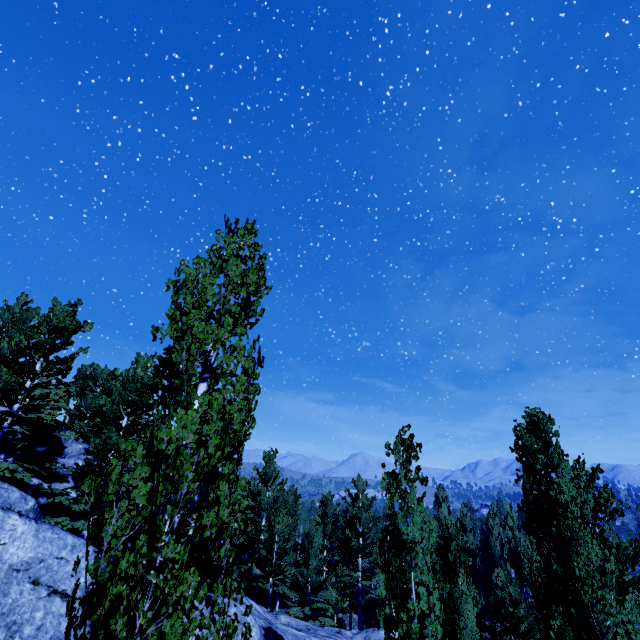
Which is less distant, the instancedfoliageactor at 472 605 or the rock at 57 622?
the instancedfoliageactor at 472 605

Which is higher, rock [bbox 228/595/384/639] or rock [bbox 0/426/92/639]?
rock [bbox 0/426/92/639]

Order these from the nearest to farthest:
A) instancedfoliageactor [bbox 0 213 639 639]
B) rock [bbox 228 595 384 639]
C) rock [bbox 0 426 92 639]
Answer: instancedfoliageactor [bbox 0 213 639 639]
rock [bbox 0 426 92 639]
rock [bbox 228 595 384 639]

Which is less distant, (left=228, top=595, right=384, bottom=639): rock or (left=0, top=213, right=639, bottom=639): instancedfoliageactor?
(left=0, top=213, right=639, bottom=639): instancedfoliageactor

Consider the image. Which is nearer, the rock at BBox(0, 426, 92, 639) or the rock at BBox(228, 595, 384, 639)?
the rock at BBox(0, 426, 92, 639)

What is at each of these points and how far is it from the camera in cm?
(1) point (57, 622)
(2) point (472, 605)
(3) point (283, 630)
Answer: (1) rock, 633
(2) instancedfoliageactor, 1491
(3) rock, 1327
